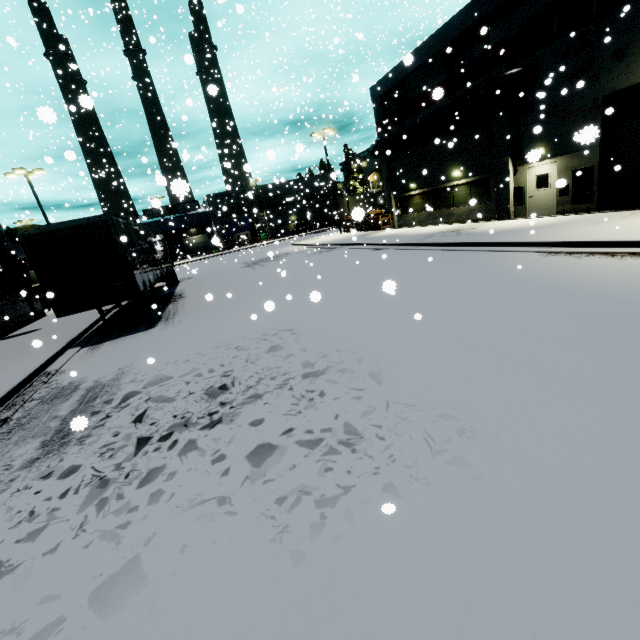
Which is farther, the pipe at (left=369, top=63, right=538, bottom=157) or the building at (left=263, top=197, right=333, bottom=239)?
the building at (left=263, top=197, right=333, bottom=239)

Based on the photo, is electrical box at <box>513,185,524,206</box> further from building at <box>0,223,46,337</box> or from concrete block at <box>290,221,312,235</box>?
concrete block at <box>290,221,312,235</box>

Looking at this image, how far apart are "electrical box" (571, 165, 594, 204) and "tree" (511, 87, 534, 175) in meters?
2.5

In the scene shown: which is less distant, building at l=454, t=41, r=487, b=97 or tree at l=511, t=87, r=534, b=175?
tree at l=511, t=87, r=534, b=175

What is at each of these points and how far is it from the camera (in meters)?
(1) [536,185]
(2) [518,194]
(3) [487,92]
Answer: (1) door, 16.42
(2) electrical box, 17.14
(3) pipe, 15.95

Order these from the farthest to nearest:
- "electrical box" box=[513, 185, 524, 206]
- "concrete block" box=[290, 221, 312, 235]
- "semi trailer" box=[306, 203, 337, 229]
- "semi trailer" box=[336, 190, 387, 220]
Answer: "concrete block" box=[290, 221, 312, 235], "semi trailer" box=[306, 203, 337, 229], "semi trailer" box=[336, 190, 387, 220], "electrical box" box=[513, 185, 524, 206]

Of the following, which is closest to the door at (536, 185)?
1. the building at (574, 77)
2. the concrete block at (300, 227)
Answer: the building at (574, 77)

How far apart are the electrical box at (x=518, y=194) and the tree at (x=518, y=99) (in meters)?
0.57
